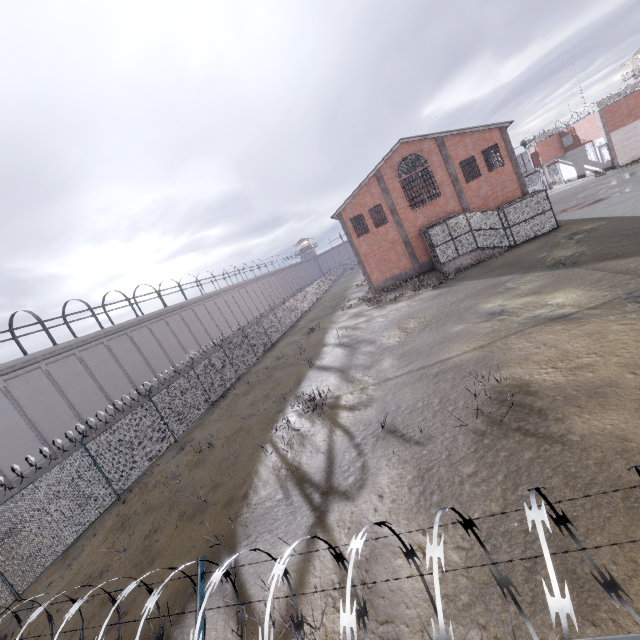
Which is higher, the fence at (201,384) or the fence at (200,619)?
the fence at (200,619)

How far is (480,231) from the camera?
25.0 meters

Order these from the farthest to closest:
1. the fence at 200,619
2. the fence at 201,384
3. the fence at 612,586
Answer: the fence at 201,384 < the fence at 200,619 < the fence at 612,586

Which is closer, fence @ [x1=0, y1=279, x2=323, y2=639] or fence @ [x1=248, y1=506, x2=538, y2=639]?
fence @ [x1=248, y1=506, x2=538, y2=639]

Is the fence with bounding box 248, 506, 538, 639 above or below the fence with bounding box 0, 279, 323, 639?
above

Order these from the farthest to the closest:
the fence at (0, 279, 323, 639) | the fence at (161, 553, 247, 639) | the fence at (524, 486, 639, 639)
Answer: the fence at (0, 279, 323, 639)
the fence at (161, 553, 247, 639)
the fence at (524, 486, 639, 639)
